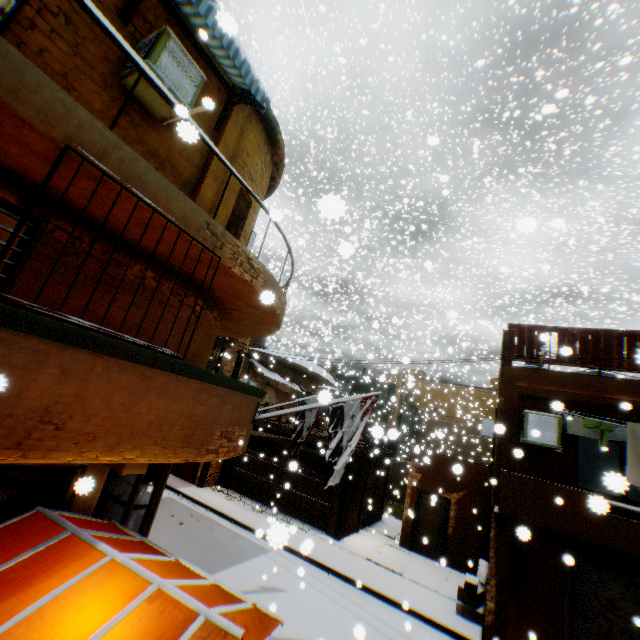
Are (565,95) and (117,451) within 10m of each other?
no

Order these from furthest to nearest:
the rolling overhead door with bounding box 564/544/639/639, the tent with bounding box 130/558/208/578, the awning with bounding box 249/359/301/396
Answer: the awning with bounding box 249/359/301/396 < the rolling overhead door with bounding box 564/544/639/639 < the tent with bounding box 130/558/208/578

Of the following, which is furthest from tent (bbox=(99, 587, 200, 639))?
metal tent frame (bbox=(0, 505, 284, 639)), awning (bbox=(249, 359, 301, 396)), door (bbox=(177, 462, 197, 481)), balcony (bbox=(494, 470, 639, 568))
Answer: awning (bbox=(249, 359, 301, 396))

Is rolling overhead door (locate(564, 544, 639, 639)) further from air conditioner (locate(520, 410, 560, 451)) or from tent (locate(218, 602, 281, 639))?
air conditioner (locate(520, 410, 560, 451))

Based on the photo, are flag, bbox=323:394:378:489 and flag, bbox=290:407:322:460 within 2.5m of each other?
yes

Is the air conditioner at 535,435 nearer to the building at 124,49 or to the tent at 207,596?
the building at 124,49

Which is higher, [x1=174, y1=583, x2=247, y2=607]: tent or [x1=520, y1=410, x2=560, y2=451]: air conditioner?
[x1=520, y1=410, x2=560, y2=451]: air conditioner

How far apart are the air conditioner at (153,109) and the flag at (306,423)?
7.5 meters
